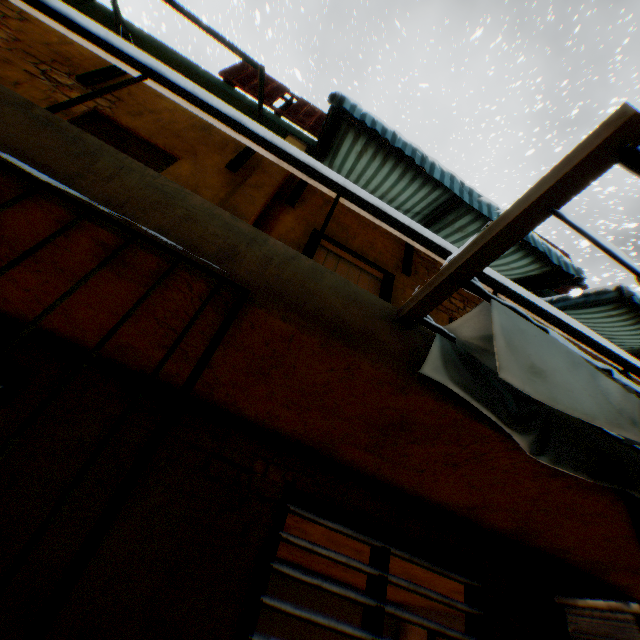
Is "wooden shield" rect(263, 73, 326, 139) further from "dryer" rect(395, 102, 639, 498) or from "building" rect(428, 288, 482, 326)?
"dryer" rect(395, 102, 639, 498)

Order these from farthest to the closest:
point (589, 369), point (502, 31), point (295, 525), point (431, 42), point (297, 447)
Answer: point (502, 31)
point (295, 525)
point (431, 42)
point (297, 447)
point (589, 369)

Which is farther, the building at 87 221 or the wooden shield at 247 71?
the wooden shield at 247 71

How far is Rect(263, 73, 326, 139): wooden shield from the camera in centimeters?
586cm

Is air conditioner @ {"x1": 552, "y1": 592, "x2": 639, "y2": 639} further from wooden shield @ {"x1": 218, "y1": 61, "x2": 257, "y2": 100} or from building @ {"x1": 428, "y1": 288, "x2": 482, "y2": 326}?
wooden shield @ {"x1": 218, "y1": 61, "x2": 257, "y2": 100}

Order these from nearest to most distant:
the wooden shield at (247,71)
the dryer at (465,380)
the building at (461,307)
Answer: the dryer at (465,380)
the building at (461,307)
the wooden shield at (247,71)

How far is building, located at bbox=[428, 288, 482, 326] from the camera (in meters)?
4.69
